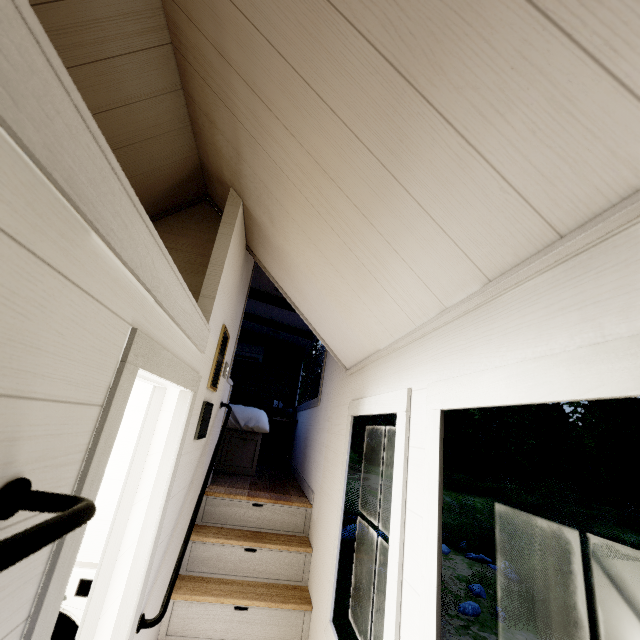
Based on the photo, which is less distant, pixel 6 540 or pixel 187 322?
pixel 6 540
